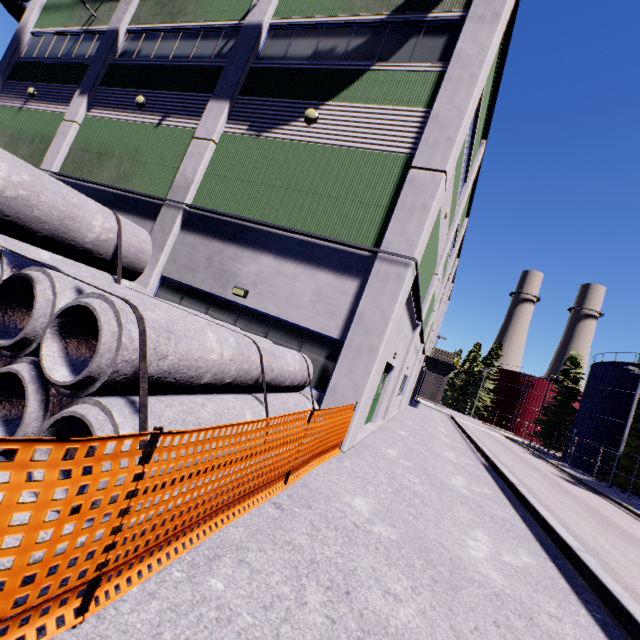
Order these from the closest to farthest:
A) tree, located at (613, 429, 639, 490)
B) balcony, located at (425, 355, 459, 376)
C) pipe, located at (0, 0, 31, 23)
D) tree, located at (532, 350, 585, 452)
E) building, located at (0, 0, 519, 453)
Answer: building, located at (0, 0, 519, 453), pipe, located at (0, 0, 31, 23), tree, located at (613, 429, 639, 490), balcony, located at (425, 355, 459, 376), tree, located at (532, 350, 585, 452)

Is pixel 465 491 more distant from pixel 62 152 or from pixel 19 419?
pixel 62 152

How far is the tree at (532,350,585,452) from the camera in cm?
4281

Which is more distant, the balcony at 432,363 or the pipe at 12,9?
the balcony at 432,363

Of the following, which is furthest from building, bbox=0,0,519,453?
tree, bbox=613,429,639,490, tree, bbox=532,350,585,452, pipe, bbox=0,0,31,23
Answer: tree, bbox=613,429,639,490

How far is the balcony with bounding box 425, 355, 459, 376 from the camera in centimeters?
3008cm

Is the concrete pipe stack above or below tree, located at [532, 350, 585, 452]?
below

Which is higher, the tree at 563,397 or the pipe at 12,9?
the pipe at 12,9
